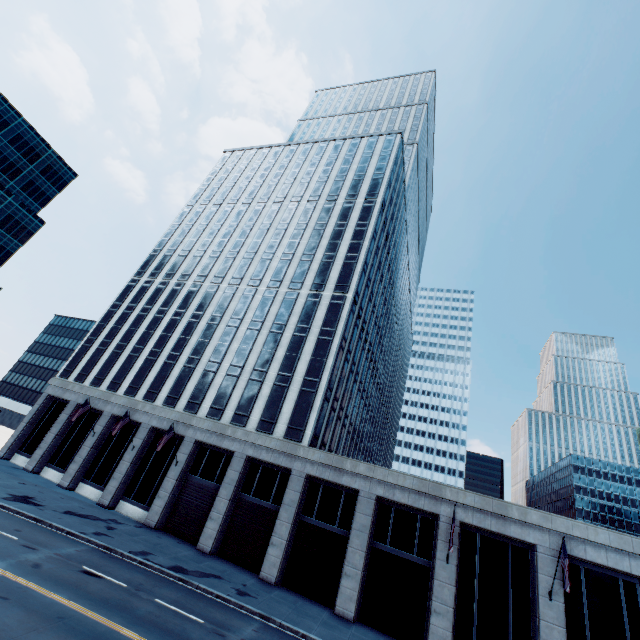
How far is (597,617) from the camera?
19.3 meters
